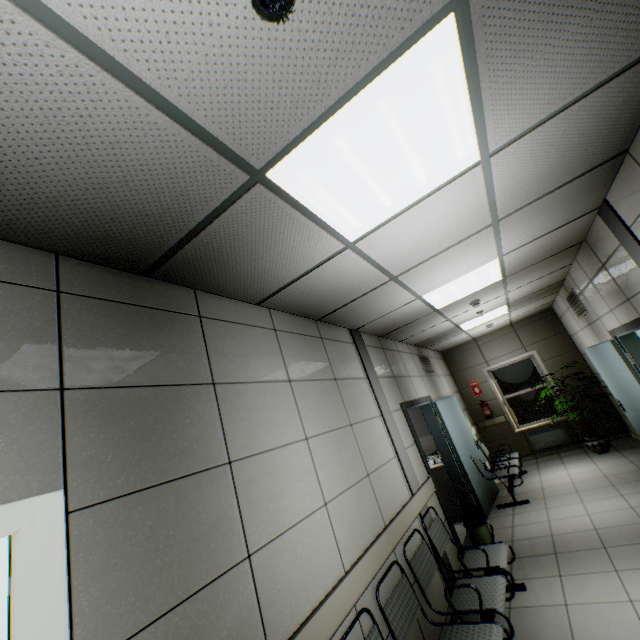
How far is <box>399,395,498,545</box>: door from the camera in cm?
454

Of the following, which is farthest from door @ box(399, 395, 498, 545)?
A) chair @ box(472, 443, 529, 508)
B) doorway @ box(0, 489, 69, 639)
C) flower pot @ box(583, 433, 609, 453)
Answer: doorway @ box(0, 489, 69, 639)

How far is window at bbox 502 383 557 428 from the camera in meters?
8.1 m

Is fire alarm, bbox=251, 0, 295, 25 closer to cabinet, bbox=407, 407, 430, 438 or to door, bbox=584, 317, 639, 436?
door, bbox=584, 317, 639, 436

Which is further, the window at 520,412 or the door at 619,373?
the window at 520,412

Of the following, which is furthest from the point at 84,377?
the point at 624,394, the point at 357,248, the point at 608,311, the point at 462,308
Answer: the point at 624,394

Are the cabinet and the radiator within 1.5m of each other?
no

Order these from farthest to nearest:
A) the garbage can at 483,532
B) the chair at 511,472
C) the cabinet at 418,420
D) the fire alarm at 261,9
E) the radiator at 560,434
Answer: the radiator at 560,434 < the cabinet at 418,420 < the chair at 511,472 < the garbage can at 483,532 < the fire alarm at 261,9
